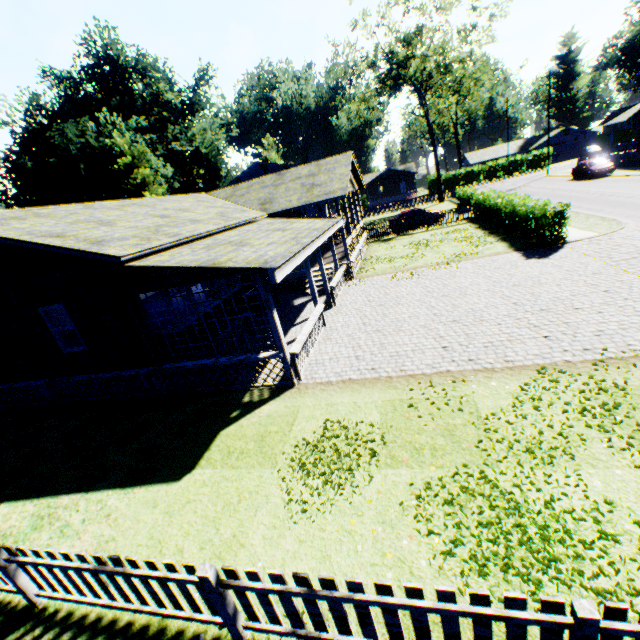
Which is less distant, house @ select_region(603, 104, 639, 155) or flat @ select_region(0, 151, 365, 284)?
flat @ select_region(0, 151, 365, 284)

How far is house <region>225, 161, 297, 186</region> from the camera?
38.2m

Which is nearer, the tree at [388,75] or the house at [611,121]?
the tree at [388,75]

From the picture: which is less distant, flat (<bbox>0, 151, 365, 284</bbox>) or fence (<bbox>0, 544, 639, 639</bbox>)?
fence (<bbox>0, 544, 639, 639</bbox>)

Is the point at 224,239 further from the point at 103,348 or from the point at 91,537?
the point at 91,537

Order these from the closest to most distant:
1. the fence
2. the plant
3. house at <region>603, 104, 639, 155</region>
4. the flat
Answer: the fence → the flat → house at <region>603, 104, 639, 155</region> → the plant

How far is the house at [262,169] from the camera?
38.2m

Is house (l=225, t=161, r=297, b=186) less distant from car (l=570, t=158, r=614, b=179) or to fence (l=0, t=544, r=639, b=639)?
fence (l=0, t=544, r=639, b=639)
